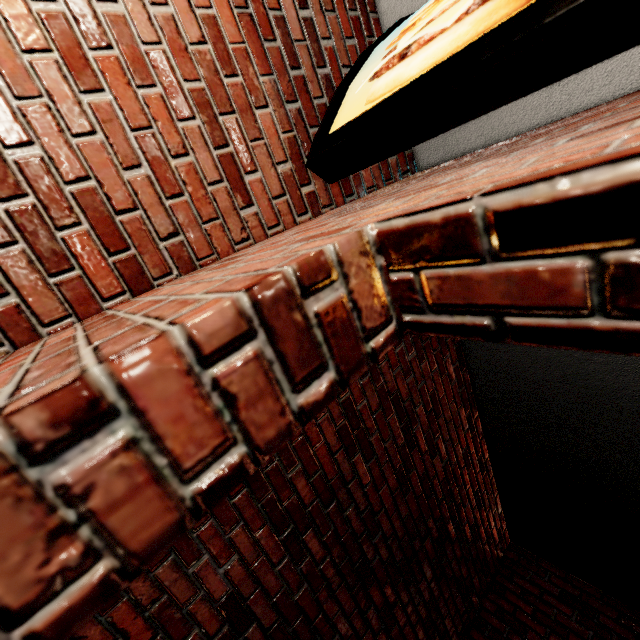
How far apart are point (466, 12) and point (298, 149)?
0.78m
